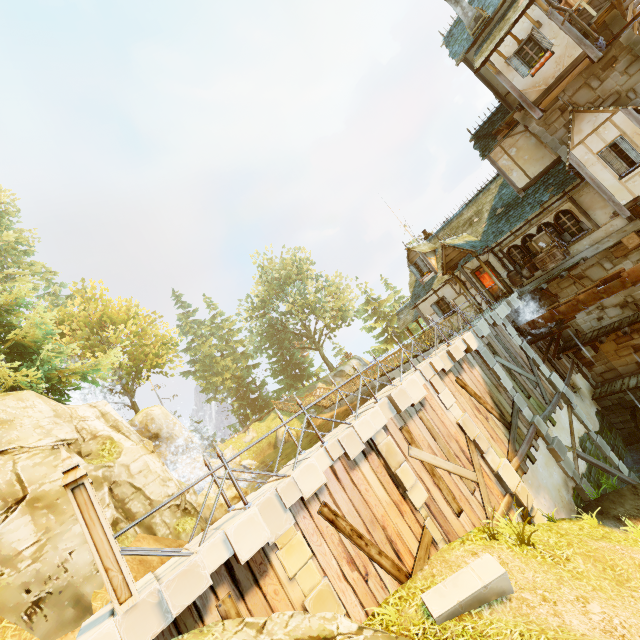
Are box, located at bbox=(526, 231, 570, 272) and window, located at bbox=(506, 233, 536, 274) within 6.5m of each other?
yes

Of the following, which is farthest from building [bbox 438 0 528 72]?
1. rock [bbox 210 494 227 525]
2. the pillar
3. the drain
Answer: the pillar

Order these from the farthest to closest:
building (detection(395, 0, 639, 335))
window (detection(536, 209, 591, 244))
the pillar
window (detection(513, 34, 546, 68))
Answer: window (detection(536, 209, 591, 244)) < window (detection(513, 34, 546, 68)) < building (detection(395, 0, 639, 335)) < the pillar

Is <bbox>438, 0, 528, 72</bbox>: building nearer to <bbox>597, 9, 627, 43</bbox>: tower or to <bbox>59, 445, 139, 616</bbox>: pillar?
<bbox>597, 9, 627, 43</bbox>: tower

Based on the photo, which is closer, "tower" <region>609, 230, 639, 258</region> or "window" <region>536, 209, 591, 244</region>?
"tower" <region>609, 230, 639, 258</region>

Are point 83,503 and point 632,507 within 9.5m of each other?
no

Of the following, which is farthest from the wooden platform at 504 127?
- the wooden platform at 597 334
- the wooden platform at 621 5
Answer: the wooden platform at 597 334

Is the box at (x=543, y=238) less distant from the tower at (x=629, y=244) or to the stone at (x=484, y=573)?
the tower at (x=629, y=244)
